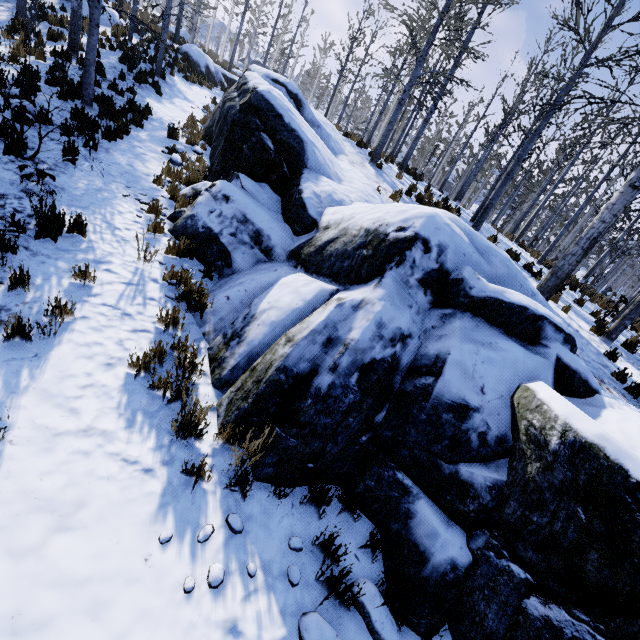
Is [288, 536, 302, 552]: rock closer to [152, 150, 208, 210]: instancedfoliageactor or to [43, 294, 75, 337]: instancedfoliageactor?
[152, 150, 208, 210]: instancedfoliageactor

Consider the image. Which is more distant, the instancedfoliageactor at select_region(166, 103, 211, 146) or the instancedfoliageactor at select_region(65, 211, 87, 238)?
the instancedfoliageactor at select_region(166, 103, 211, 146)

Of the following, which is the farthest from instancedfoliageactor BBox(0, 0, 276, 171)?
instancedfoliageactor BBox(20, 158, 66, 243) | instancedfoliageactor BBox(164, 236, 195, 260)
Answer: instancedfoliageactor BBox(20, 158, 66, 243)

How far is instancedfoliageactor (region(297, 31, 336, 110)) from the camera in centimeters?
1787cm

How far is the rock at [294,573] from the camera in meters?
2.8 m

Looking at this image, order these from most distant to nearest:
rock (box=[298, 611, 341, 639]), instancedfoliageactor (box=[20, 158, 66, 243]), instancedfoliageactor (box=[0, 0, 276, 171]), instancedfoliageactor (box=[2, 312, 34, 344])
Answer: instancedfoliageactor (box=[0, 0, 276, 171]) < instancedfoliageactor (box=[20, 158, 66, 243]) < instancedfoliageactor (box=[2, 312, 34, 344]) < rock (box=[298, 611, 341, 639])

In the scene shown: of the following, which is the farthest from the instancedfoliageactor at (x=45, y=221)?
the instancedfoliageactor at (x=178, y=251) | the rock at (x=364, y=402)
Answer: the instancedfoliageactor at (x=178, y=251)

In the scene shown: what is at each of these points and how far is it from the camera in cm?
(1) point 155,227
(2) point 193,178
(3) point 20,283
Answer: (1) instancedfoliageactor, 580
(2) instancedfoliageactor, 805
(3) instancedfoliageactor, 364
